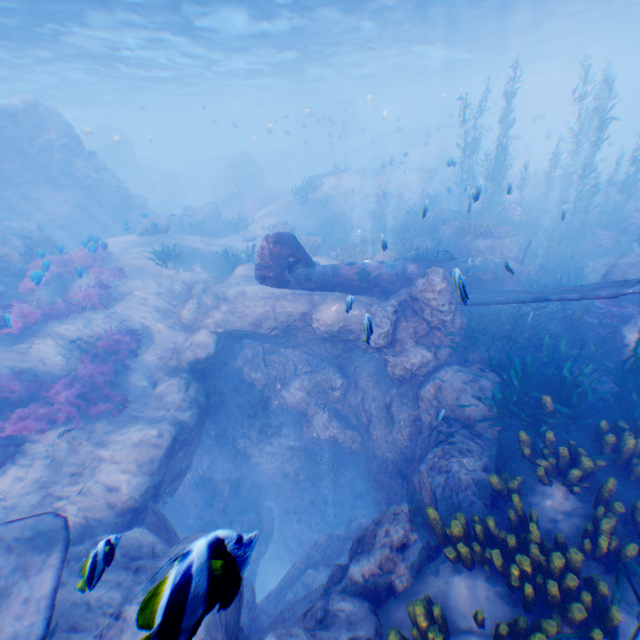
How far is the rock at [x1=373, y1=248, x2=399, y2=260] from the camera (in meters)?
14.14

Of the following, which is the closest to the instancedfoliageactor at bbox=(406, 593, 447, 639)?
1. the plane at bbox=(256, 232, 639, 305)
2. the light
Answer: the plane at bbox=(256, 232, 639, 305)

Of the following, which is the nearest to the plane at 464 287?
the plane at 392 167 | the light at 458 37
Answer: the light at 458 37

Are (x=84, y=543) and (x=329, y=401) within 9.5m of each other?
yes

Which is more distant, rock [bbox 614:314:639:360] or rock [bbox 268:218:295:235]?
rock [bbox 268:218:295:235]

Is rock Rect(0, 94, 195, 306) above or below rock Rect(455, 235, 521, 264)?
above

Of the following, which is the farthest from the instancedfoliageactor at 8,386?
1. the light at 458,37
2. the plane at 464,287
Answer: the light at 458,37
